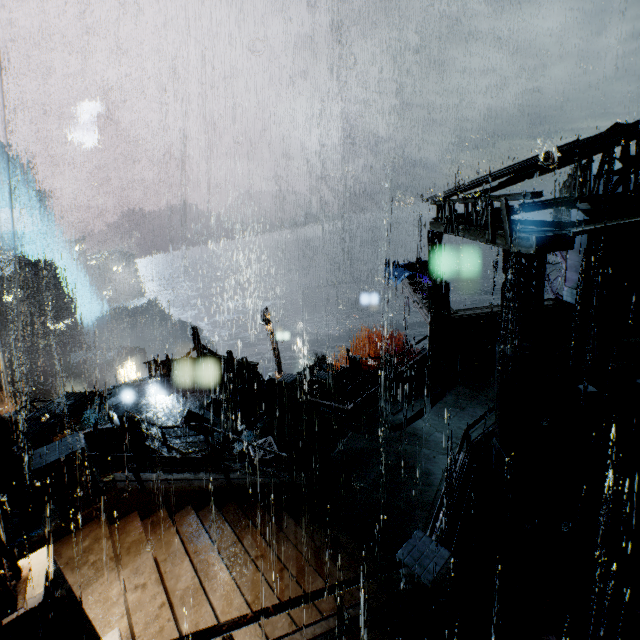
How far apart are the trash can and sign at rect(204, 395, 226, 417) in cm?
1317

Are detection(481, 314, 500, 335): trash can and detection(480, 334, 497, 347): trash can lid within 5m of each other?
yes

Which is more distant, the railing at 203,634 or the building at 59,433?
the building at 59,433

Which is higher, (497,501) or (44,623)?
(44,623)

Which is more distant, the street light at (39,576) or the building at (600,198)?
the building at (600,198)

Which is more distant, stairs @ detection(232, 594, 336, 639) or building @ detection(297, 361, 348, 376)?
building @ detection(297, 361, 348, 376)

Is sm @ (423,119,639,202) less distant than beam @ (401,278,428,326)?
Yes

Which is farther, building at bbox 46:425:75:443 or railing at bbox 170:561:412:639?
building at bbox 46:425:75:443
